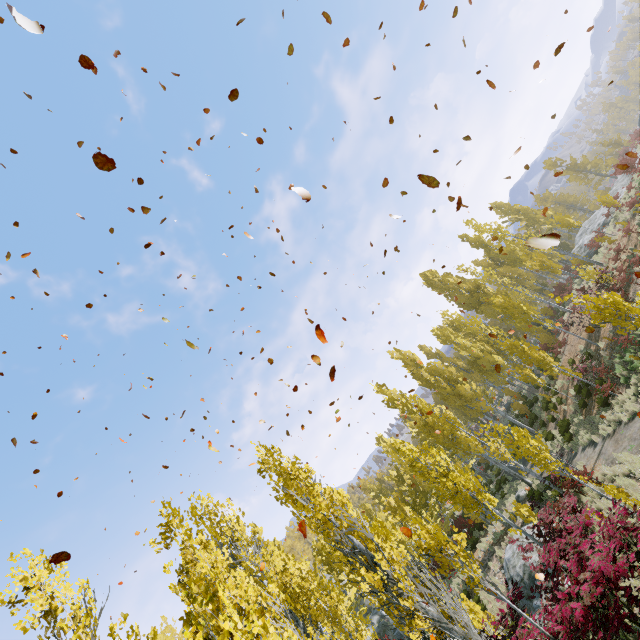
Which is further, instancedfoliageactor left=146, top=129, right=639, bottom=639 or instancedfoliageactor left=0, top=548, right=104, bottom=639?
instancedfoliageactor left=146, top=129, right=639, bottom=639

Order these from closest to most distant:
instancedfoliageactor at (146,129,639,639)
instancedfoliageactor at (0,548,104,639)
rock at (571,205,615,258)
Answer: instancedfoliageactor at (0,548,104,639) → instancedfoliageactor at (146,129,639,639) → rock at (571,205,615,258)

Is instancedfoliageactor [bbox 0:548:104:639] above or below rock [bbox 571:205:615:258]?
above

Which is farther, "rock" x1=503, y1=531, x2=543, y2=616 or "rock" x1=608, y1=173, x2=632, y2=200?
"rock" x1=608, y1=173, x2=632, y2=200

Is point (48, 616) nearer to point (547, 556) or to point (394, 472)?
point (547, 556)

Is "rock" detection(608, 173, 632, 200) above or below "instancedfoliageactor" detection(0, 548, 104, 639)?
below

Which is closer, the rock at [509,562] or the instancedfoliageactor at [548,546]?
the instancedfoliageactor at [548,546]
